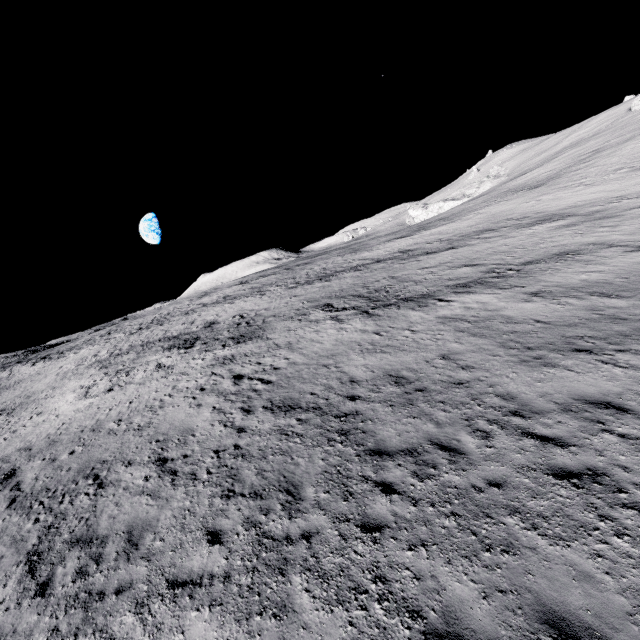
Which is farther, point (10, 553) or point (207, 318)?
point (207, 318)
